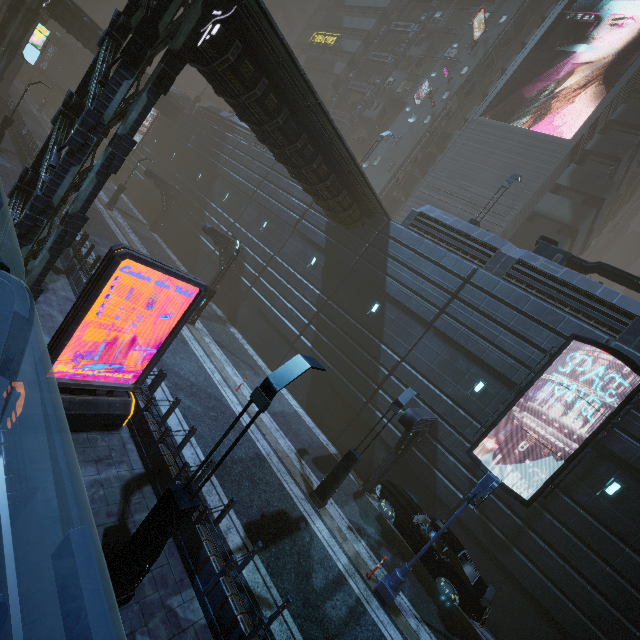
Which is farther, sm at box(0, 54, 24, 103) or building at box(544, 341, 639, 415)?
sm at box(0, 54, 24, 103)

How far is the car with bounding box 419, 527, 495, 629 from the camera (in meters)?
10.59

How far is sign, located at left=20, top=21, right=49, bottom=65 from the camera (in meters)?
26.61

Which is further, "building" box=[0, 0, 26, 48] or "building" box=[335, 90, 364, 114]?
"building" box=[335, 90, 364, 114]

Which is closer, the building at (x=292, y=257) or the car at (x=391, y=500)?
the building at (x=292, y=257)

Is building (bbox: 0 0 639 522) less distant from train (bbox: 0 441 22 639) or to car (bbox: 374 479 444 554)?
train (bbox: 0 441 22 639)

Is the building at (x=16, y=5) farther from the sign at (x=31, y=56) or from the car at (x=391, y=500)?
the car at (x=391, y=500)

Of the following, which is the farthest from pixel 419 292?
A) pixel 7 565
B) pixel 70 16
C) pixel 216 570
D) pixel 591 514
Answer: pixel 70 16
